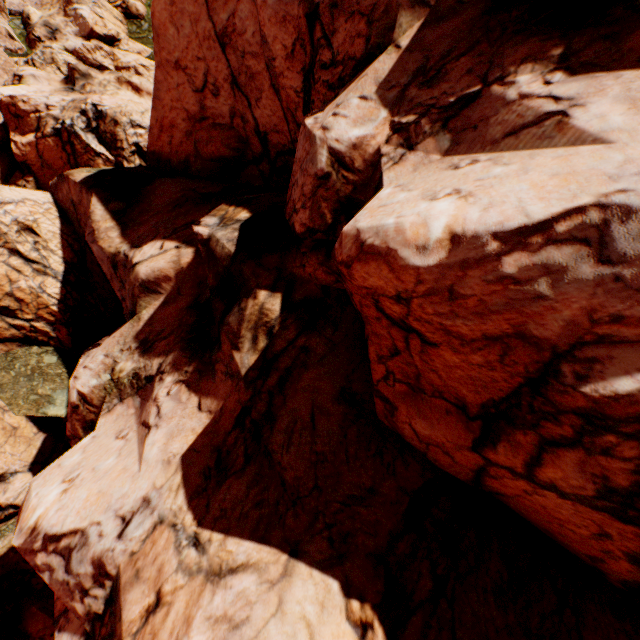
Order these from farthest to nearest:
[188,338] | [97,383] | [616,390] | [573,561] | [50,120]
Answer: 1. [50,120]
2. [97,383]
3. [188,338]
4. [573,561]
5. [616,390]
